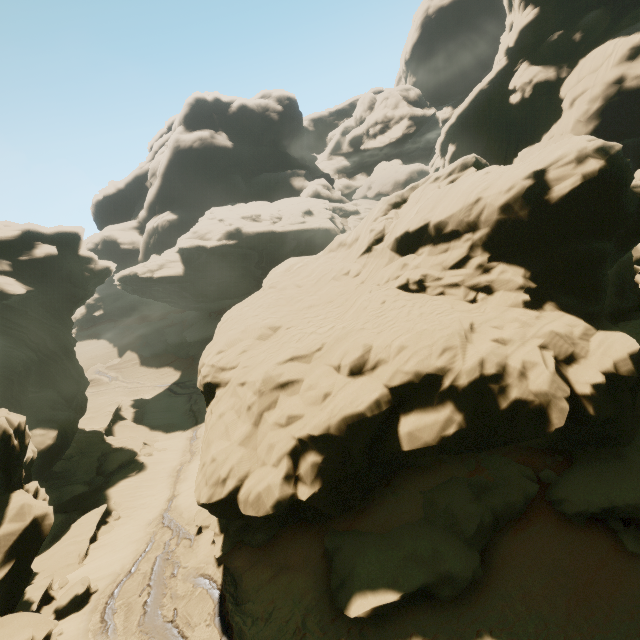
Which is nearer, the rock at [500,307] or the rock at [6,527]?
the rock at [500,307]

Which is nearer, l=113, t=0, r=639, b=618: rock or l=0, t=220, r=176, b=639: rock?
l=113, t=0, r=639, b=618: rock

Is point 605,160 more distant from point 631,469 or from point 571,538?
point 571,538
